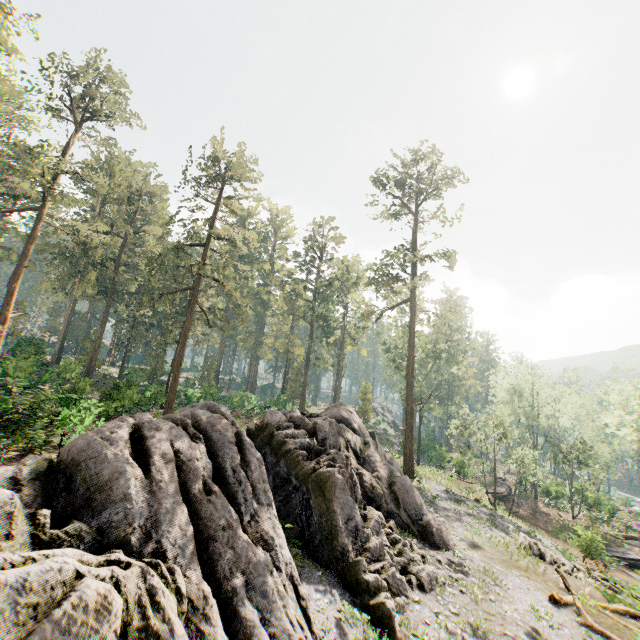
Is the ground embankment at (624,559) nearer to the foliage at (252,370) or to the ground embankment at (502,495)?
the foliage at (252,370)

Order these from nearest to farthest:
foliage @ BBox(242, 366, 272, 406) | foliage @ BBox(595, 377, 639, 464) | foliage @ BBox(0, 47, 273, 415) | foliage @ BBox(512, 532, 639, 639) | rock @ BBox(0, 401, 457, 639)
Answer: rock @ BBox(0, 401, 457, 639), foliage @ BBox(512, 532, 639, 639), foliage @ BBox(0, 47, 273, 415), foliage @ BBox(595, 377, 639, 464), foliage @ BBox(242, 366, 272, 406)

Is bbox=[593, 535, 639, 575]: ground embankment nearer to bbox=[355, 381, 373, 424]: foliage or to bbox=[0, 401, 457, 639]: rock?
bbox=[355, 381, 373, 424]: foliage

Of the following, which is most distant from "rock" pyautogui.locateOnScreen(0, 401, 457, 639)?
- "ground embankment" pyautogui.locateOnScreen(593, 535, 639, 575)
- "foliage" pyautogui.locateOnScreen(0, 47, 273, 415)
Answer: "ground embankment" pyautogui.locateOnScreen(593, 535, 639, 575)

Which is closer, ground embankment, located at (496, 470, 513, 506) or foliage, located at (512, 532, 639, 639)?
foliage, located at (512, 532, 639, 639)

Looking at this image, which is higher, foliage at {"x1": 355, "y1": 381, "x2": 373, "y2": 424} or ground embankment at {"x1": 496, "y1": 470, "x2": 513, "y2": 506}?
foliage at {"x1": 355, "y1": 381, "x2": 373, "y2": 424}

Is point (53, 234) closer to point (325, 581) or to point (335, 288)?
point (335, 288)

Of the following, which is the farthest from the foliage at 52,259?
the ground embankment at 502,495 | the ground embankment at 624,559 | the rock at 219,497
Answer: the ground embankment at 502,495
